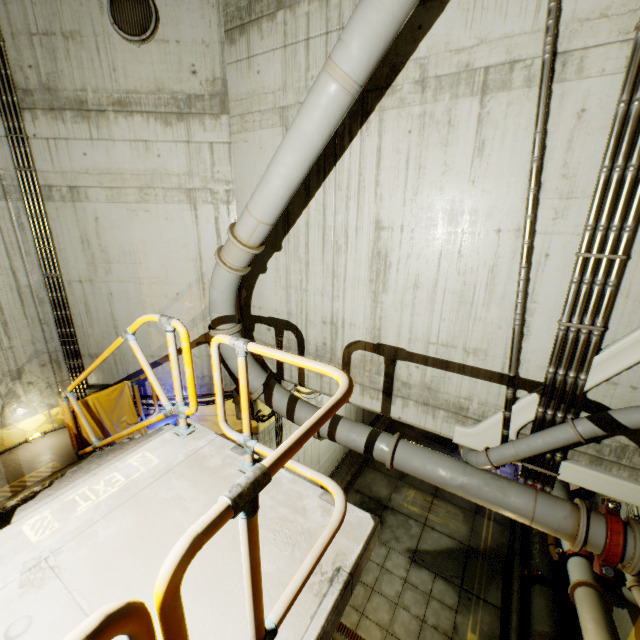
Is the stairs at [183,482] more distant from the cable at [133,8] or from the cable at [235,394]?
the cable at [133,8]

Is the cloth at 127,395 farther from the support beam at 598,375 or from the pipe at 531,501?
the support beam at 598,375

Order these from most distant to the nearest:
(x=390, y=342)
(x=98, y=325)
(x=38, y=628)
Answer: (x=98, y=325) → (x=390, y=342) → (x=38, y=628)

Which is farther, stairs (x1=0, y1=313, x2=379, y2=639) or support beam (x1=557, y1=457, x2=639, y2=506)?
support beam (x1=557, y1=457, x2=639, y2=506)

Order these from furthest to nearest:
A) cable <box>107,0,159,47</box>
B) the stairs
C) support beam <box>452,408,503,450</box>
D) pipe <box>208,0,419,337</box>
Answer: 1. cable <box>107,0,159,47</box>
2. support beam <box>452,408,503,450</box>
3. pipe <box>208,0,419,337</box>
4. the stairs

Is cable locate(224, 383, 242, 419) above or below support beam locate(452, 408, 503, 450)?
below

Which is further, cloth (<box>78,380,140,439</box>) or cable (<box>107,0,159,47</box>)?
cloth (<box>78,380,140,439</box>)

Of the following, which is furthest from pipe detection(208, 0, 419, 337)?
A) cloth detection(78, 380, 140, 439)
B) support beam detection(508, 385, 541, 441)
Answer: cloth detection(78, 380, 140, 439)
